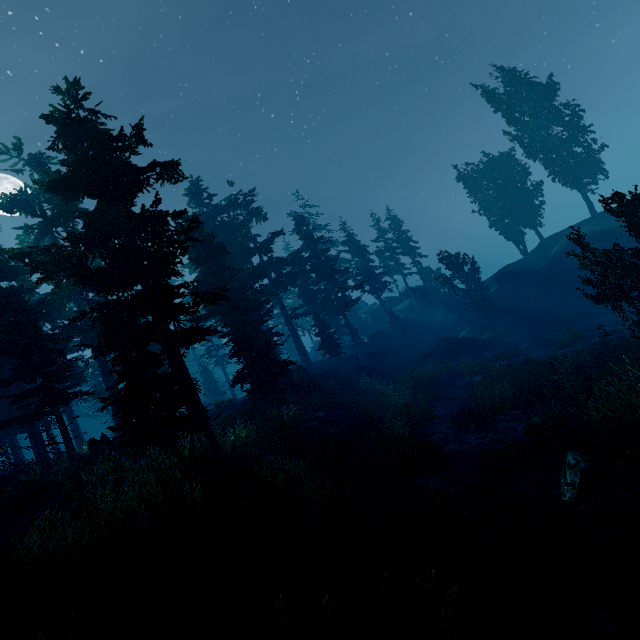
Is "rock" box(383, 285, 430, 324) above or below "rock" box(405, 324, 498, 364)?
above

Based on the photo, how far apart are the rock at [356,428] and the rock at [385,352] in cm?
1944

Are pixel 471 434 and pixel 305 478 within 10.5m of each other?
yes

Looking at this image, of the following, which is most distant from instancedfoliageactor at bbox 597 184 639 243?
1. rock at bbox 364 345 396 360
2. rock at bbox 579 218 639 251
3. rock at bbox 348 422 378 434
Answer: rock at bbox 348 422 378 434

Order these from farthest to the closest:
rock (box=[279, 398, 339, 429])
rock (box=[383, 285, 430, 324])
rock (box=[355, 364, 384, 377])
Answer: rock (box=[383, 285, 430, 324]) < rock (box=[355, 364, 384, 377]) < rock (box=[279, 398, 339, 429])

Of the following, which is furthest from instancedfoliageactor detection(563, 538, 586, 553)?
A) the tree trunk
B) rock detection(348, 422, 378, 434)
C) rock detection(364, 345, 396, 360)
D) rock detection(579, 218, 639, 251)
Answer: rock detection(348, 422, 378, 434)

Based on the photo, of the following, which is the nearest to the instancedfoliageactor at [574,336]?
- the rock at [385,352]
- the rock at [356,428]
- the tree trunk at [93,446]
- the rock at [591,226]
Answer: the rock at [591,226]

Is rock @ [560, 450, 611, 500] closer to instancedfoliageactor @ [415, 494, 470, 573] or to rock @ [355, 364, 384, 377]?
instancedfoliageactor @ [415, 494, 470, 573]
